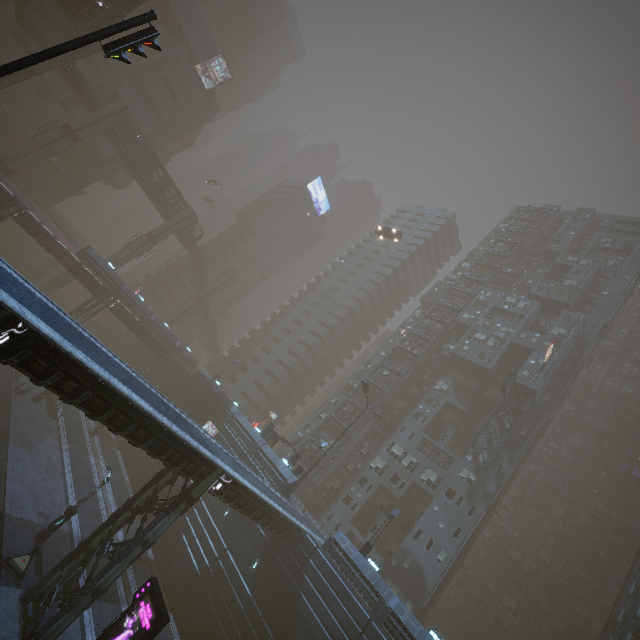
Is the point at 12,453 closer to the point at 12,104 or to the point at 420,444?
the point at 420,444

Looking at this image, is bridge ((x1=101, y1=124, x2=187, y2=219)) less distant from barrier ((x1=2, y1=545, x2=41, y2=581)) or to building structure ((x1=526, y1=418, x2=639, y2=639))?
barrier ((x1=2, y1=545, x2=41, y2=581))

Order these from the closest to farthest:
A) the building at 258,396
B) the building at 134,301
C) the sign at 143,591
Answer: the sign at 143,591 → the building at 258,396 → the building at 134,301

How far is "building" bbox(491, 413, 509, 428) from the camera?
41.56m

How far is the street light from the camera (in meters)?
21.02

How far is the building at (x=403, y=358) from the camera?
51.6m

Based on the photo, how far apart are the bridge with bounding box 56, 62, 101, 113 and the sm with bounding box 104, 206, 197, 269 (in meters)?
Result: 15.72

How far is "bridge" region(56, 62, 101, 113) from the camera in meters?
42.3 m
